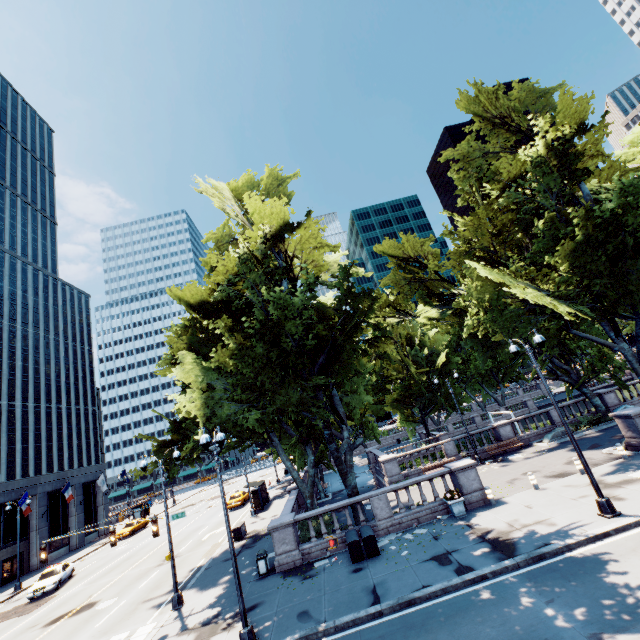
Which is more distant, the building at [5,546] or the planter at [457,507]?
the building at [5,546]

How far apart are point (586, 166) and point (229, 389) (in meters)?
28.00

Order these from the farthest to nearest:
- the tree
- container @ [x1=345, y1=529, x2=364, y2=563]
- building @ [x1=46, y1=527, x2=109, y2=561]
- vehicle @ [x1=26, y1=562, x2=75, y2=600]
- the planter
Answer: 1. building @ [x1=46, y1=527, x2=109, y2=561]
2. vehicle @ [x1=26, y1=562, x2=75, y2=600]
3. the tree
4. the planter
5. container @ [x1=345, y1=529, x2=364, y2=563]

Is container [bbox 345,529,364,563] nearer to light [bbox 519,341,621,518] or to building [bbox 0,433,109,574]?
light [bbox 519,341,621,518]

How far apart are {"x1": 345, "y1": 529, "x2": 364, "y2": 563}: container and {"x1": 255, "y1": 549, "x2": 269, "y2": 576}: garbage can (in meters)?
4.33

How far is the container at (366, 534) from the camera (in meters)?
14.80

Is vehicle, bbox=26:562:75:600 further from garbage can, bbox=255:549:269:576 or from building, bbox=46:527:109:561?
garbage can, bbox=255:549:269:576
